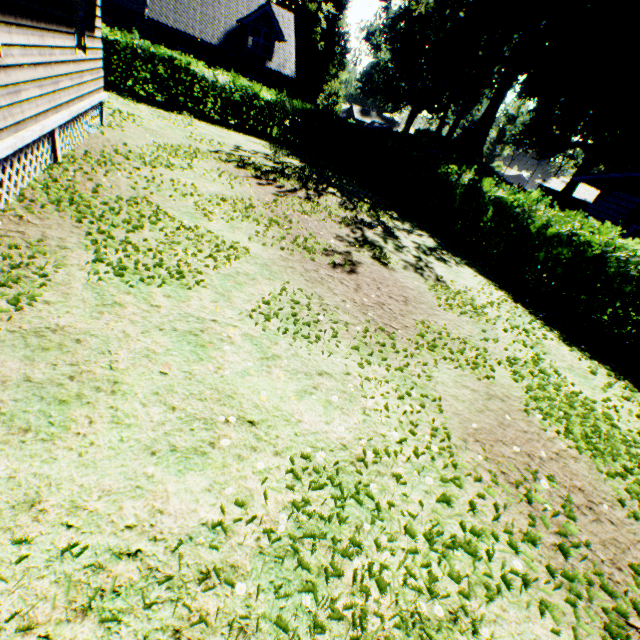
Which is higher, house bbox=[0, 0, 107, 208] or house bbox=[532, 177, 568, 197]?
house bbox=[532, 177, 568, 197]

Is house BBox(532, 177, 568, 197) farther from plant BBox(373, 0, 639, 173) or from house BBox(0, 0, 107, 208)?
house BBox(0, 0, 107, 208)

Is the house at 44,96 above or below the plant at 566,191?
below

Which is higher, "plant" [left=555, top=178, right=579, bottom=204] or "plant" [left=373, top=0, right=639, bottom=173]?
"plant" [left=373, top=0, right=639, bottom=173]

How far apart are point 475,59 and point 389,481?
55.0 meters

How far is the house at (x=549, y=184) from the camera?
54.1 meters

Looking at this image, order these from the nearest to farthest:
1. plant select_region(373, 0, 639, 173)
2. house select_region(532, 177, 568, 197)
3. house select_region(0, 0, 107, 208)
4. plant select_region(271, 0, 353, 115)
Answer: house select_region(0, 0, 107, 208), plant select_region(373, 0, 639, 173), plant select_region(271, 0, 353, 115), house select_region(532, 177, 568, 197)

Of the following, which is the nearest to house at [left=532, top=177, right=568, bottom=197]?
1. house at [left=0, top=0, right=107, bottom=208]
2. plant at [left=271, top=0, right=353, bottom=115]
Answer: plant at [left=271, top=0, right=353, bottom=115]
